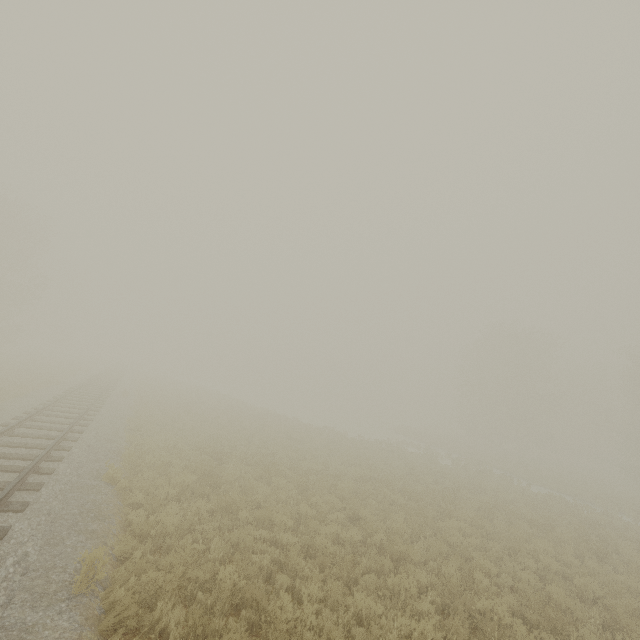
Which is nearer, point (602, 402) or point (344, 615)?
point (344, 615)
